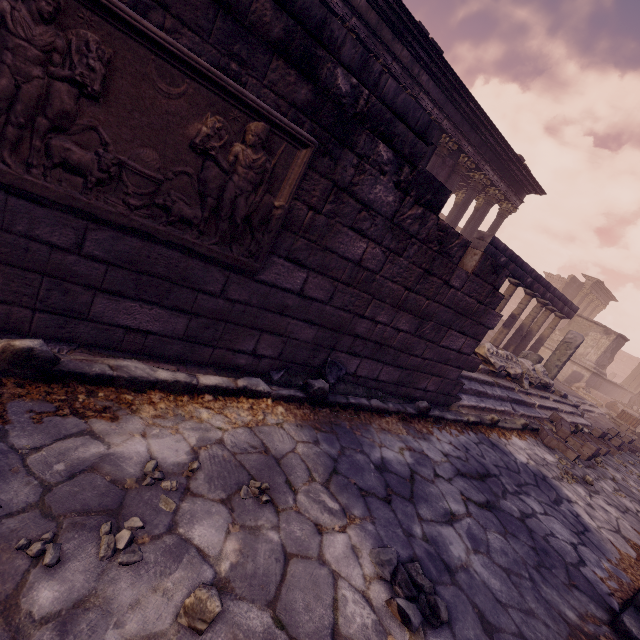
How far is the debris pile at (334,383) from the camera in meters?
3.2

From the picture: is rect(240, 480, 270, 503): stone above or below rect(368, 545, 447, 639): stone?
below

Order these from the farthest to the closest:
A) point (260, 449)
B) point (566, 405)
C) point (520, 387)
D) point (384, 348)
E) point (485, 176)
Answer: point (485, 176), point (566, 405), point (520, 387), point (384, 348), point (260, 449)

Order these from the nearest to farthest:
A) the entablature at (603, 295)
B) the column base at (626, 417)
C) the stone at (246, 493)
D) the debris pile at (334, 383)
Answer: the stone at (246, 493) < the debris pile at (334, 383) < the column base at (626, 417) < the entablature at (603, 295)

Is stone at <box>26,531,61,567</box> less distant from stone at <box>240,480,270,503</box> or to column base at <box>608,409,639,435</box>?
stone at <box>240,480,270,503</box>

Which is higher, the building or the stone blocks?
the building

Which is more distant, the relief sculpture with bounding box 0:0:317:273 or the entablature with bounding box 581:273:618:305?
the entablature with bounding box 581:273:618:305

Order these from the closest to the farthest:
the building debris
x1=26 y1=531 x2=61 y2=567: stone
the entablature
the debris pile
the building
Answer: x1=26 y1=531 x2=61 y2=567: stone
the debris pile
the building debris
the building
the entablature
